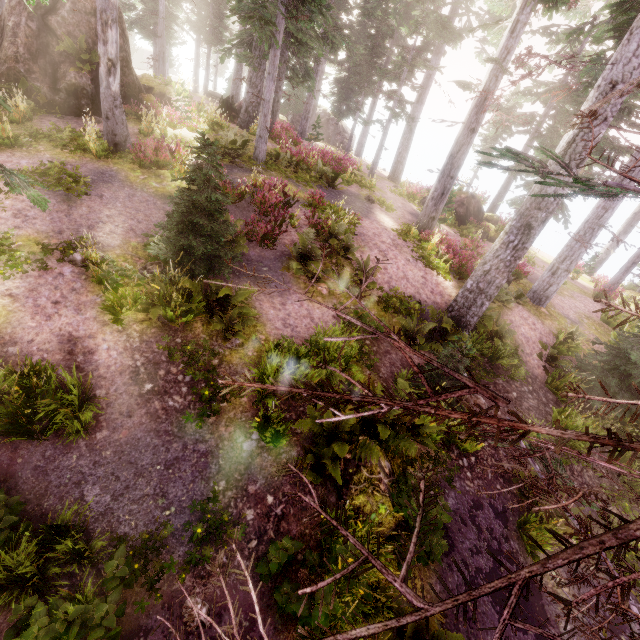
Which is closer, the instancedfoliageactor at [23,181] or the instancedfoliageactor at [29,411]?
the instancedfoliageactor at [23,181]

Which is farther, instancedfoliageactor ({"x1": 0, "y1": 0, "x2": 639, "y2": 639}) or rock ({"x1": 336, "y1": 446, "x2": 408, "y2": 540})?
rock ({"x1": 336, "y1": 446, "x2": 408, "y2": 540})

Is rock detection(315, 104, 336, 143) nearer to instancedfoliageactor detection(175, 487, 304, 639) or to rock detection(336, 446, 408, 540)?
instancedfoliageactor detection(175, 487, 304, 639)

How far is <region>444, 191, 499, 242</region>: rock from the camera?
22.2 meters

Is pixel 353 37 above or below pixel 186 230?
above

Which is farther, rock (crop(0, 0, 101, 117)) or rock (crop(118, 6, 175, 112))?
rock (crop(118, 6, 175, 112))

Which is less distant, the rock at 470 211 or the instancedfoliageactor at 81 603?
the instancedfoliageactor at 81 603

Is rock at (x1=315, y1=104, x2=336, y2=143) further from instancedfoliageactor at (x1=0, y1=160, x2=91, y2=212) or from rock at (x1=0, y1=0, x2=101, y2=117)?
rock at (x1=0, y1=0, x2=101, y2=117)
